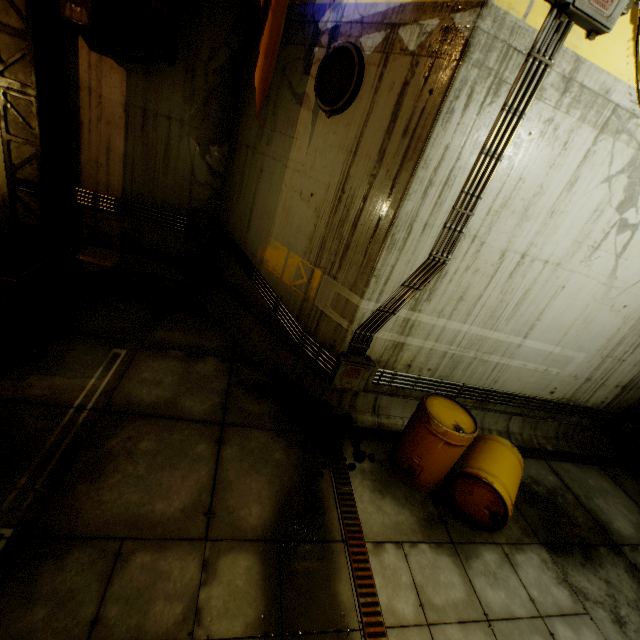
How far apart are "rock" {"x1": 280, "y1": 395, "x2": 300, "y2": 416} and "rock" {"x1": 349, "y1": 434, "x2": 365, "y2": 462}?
0.1m

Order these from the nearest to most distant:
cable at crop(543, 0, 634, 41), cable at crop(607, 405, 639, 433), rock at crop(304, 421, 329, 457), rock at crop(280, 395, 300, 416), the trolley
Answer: cable at crop(543, 0, 634, 41) < the trolley < rock at crop(304, 421, 329, 457) < rock at crop(280, 395, 300, 416) < cable at crop(607, 405, 639, 433)

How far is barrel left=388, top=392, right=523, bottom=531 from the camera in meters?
4.1

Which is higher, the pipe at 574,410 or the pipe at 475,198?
the pipe at 475,198

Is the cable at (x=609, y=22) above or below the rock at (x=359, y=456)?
above

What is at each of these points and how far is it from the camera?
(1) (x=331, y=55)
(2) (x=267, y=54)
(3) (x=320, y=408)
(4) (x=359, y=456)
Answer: (1) cable, 4.3 meters
(2) cloth, 4.1 meters
(3) rock, 5.2 meters
(4) rock, 4.7 meters

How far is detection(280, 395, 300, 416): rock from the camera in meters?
5.1 m

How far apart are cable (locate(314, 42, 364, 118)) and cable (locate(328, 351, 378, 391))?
3.4 meters
